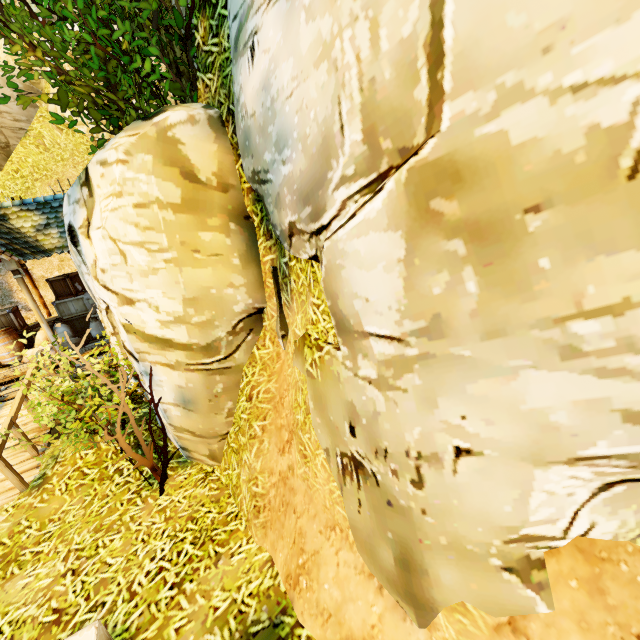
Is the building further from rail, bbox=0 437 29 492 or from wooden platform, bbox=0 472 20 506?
rail, bbox=0 437 29 492

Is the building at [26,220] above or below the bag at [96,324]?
above

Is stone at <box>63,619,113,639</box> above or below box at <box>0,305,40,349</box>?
below

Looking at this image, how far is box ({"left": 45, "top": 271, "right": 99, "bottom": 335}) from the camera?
11.22m

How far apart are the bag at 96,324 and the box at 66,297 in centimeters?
55cm

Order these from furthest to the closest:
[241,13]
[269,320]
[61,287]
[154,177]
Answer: [61,287]
[269,320]
[154,177]
[241,13]

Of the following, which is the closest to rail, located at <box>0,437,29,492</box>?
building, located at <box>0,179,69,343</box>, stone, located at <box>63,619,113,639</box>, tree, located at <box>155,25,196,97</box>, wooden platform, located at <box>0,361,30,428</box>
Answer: wooden platform, located at <box>0,361,30,428</box>
